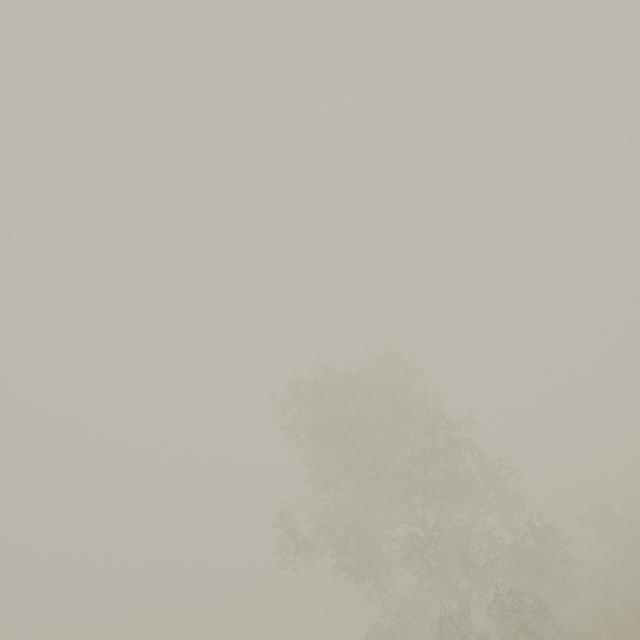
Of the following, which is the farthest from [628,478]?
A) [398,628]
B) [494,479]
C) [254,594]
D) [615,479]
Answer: [254,594]
